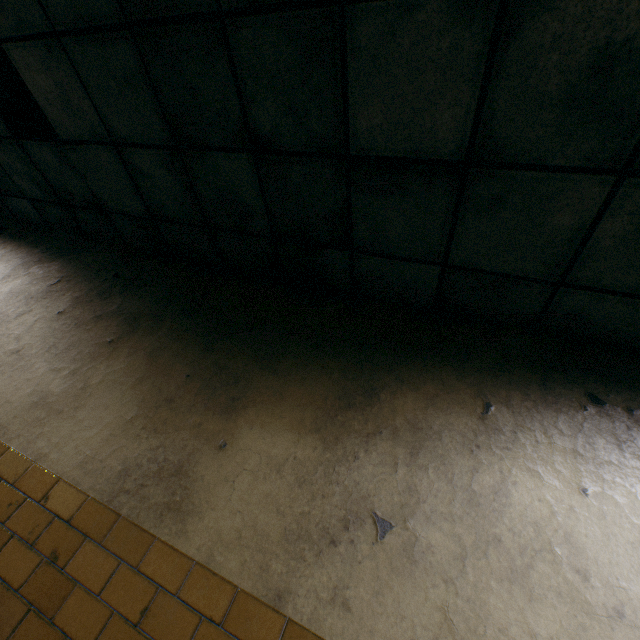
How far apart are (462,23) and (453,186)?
0.7 meters
